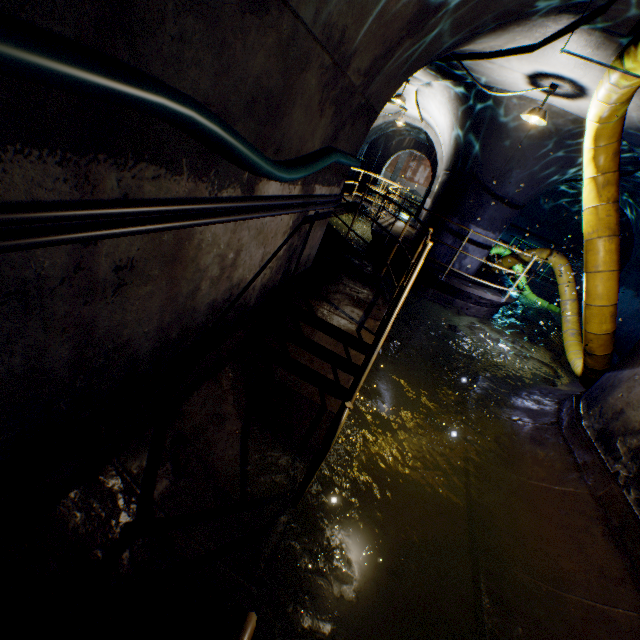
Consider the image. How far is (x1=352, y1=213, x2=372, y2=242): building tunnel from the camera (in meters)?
13.58

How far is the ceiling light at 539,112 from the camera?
5.14m

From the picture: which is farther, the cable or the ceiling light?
the ceiling light

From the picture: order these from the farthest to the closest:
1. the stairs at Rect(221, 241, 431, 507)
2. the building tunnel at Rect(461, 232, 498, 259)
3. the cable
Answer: the building tunnel at Rect(461, 232, 498, 259) → the stairs at Rect(221, 241, 431, 507) → the cable

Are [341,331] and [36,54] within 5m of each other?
yes

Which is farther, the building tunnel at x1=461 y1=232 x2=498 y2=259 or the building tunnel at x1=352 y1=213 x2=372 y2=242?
the building tunnel at x1=352 y1=213 x2=372 y2=242

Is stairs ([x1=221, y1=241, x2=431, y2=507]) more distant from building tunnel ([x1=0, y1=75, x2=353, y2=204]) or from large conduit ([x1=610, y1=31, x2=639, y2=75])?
large conduit ([x1=610, y1=31, x2=639, y2=75])

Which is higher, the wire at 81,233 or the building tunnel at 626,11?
the building tunnel at 626,11
